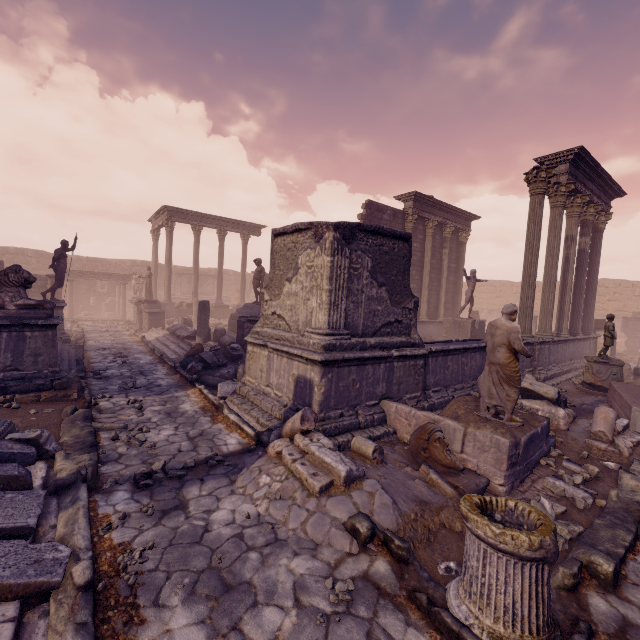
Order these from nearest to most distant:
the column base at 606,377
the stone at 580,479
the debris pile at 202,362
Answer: the stone at 580,479, the debris pile at 202,362, the column base at 606,377

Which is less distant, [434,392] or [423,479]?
[423,479]

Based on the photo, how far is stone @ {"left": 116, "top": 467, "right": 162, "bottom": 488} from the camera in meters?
4.1

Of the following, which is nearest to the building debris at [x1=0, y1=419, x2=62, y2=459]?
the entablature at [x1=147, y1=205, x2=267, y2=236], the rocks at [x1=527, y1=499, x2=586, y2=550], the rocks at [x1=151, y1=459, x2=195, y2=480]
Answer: the rocks at [x1=151, y1=459, x2=195, y2=480]

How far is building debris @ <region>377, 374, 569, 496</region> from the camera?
4.5 meters

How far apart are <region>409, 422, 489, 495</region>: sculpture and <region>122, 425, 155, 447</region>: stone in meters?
3.9

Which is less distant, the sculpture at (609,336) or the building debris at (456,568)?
the building debris at (456,568)

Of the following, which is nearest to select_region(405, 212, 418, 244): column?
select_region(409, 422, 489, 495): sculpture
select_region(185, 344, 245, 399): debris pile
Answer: select_region(185, 344, 245, 399): debris pile
